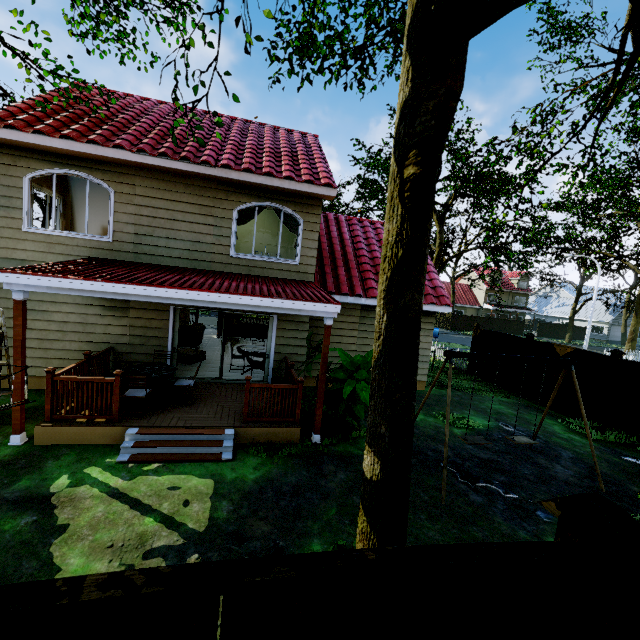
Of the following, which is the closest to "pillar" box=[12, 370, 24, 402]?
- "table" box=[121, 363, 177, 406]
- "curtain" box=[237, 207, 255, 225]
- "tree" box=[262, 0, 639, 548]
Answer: "table" box=[121, 363, 177, 406]

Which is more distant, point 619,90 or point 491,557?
point 619,90

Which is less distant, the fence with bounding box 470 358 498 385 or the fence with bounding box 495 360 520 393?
the fence with bounding box 495 360 520 393

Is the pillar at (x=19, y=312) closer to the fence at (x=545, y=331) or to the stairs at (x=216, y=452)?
the stairs at (x=216, y=452)

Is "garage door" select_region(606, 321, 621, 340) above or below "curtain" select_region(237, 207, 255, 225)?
below

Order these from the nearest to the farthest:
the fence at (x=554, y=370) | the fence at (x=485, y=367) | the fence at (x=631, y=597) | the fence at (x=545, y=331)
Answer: the fence at (x=631, y=597), the fence at (x=554, y=370), the fence at (x=485, y=367), the fence at (x=545, y=331)

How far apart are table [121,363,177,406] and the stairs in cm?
99

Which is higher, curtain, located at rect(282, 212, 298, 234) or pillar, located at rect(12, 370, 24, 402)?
curtain, located at rect(282, 212, 298, 234)
